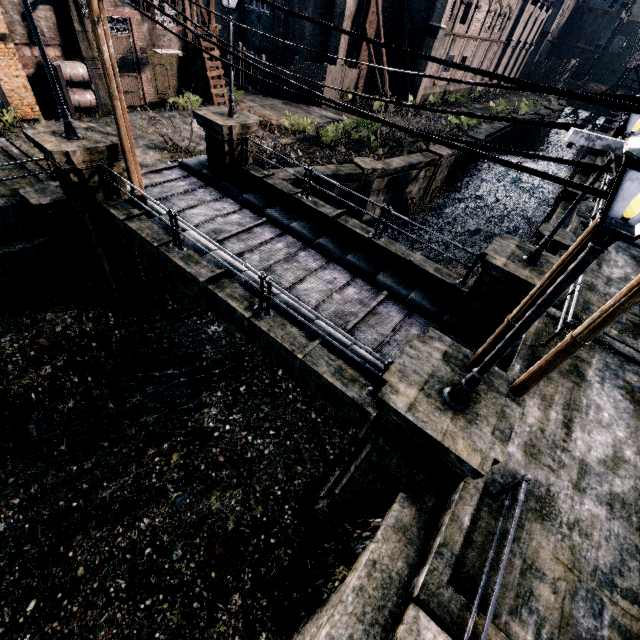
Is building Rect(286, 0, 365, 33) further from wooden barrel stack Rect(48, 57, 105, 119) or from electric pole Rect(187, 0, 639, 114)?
electric pole Rect(187, 0, 639, 114)

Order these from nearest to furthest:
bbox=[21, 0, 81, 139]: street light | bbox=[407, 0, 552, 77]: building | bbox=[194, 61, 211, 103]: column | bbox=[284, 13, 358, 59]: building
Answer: bbox=[21, 0, 81, 139]: street light
bbox=[194, 61, 211, 103]: column
bbox=[284, 13, 358, 59]: building
bbox=[407, 0, 552, 77]: building

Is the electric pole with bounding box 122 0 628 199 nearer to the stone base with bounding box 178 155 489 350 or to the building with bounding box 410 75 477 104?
the stone base with bounding box 178 155 489 350

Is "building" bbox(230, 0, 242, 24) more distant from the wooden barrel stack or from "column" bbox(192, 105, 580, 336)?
"column" bbox(192, 105, 580, 336)

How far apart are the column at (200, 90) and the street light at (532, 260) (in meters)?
24.11

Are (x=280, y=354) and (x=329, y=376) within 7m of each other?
yes

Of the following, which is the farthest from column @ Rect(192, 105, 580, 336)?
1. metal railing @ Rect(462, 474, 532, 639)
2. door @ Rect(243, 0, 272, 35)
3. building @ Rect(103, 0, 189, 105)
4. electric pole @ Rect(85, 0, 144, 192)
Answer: door @ Rect(243, 0, 272, 35)

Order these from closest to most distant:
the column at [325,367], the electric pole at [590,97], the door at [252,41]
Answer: the electric pole at [590,97], the column at [325,367], the door at [252,41]
